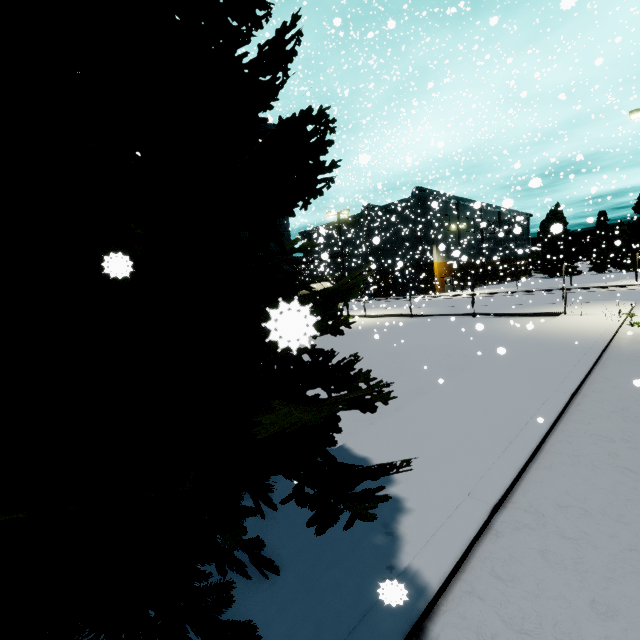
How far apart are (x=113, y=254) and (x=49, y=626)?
2.6 meters

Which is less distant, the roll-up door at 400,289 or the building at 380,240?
the building at 380,240

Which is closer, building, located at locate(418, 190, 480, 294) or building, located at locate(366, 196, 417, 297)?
building, located at locate(418, 190, 480, 294)

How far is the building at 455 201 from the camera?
31.3 meters

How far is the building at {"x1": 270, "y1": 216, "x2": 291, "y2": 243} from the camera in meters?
23.0 m

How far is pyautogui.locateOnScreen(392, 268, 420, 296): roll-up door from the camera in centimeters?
5243cm

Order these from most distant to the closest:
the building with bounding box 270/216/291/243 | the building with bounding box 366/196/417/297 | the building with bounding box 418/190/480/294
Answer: the building with bounding box 366/196/417/297 → the building with bounding box 418/190/480/294 → the building with bounding box 270/216/291/243
